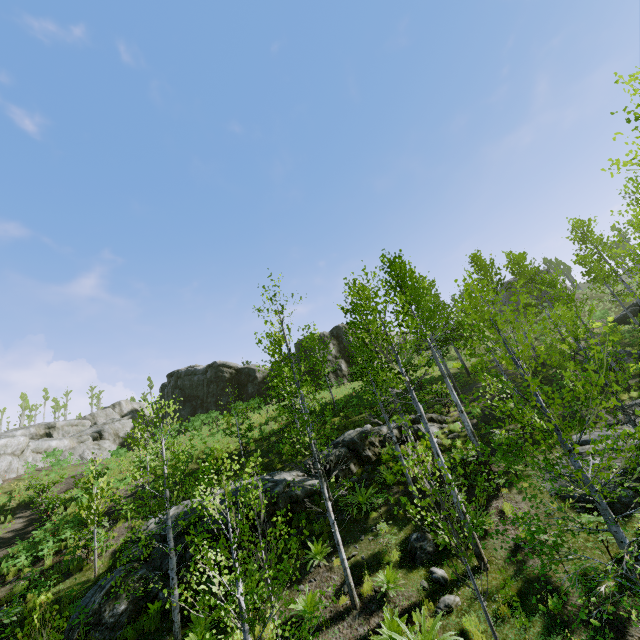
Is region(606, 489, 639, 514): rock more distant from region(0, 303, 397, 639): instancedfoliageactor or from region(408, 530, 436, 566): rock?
region(408, 530, 436, 566): rock

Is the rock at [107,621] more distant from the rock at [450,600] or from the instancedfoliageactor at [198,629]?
the rock at [450,600]

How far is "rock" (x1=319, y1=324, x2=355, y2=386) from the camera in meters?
36.4

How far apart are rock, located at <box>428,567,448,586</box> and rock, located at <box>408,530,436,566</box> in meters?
0.2 m

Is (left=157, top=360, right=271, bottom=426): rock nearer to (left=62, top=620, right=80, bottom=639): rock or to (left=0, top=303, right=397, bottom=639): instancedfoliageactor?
(left=0, top=303, right=397, bottom=639): instancedfoliageactor

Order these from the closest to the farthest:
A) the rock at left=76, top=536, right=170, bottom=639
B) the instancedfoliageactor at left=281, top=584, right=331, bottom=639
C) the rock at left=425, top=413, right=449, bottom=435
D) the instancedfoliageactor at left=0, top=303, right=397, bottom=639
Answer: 1. the instancedfoliageactor at left=281, top=584, right=331, bottom=639
2. the instancedfoliageactor at left=0, top=303, right=397, bottom=639
3. the rock at left=76, top=536, right=170, bottom=639
4. the rock at left=425, top=413, right=449, bottom=435

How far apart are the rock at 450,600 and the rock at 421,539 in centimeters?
104cm

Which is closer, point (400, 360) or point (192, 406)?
point (400, 360)
